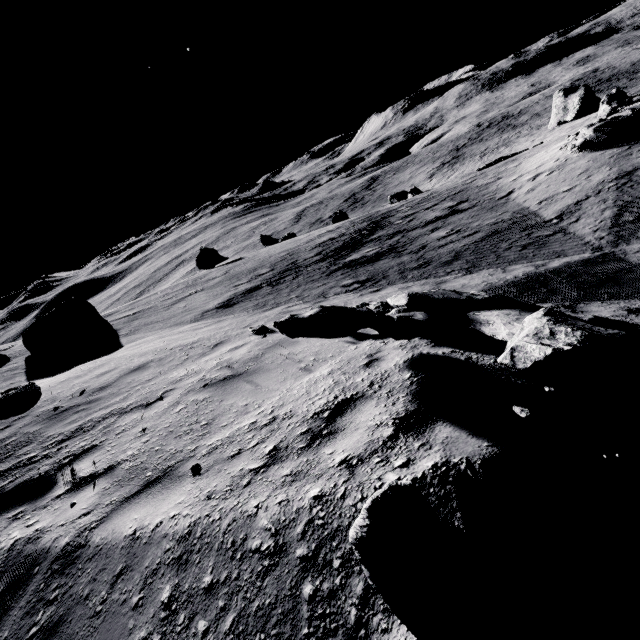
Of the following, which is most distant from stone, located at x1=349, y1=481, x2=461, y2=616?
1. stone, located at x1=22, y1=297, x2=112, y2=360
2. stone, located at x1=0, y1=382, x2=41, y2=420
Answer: stone, located at x1=22, y1=297, x2=112, y2=360

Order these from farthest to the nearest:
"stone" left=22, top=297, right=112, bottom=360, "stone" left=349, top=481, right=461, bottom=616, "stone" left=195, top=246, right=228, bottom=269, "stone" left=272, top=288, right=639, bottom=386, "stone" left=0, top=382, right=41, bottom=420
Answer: "stone" left=195, top=246, right=228, bottom=269
"stone" left=22, top=297, right=112, bottom=360
"stone" left=0, top=382, right=41, bottom=420
"stone" left=272, top=288, right=639, bottom=386
"stone" left=349, top=481, right=461, bottom=616

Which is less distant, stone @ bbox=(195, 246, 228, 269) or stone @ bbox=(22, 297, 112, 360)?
stone @ bbox=(22, 297, 112, 360)

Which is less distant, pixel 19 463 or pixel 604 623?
pixel 604 623

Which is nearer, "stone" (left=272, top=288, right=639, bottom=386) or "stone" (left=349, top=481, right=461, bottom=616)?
"stone" (left=349, top=481, right=461, bottom=616)

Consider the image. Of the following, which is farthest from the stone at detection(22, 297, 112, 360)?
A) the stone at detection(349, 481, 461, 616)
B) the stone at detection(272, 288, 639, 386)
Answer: the stone at detection(349, 481, 461, 616)

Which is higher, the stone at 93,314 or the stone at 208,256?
the stone at 93,314

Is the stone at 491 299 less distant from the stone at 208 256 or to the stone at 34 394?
the stone at 34 394
